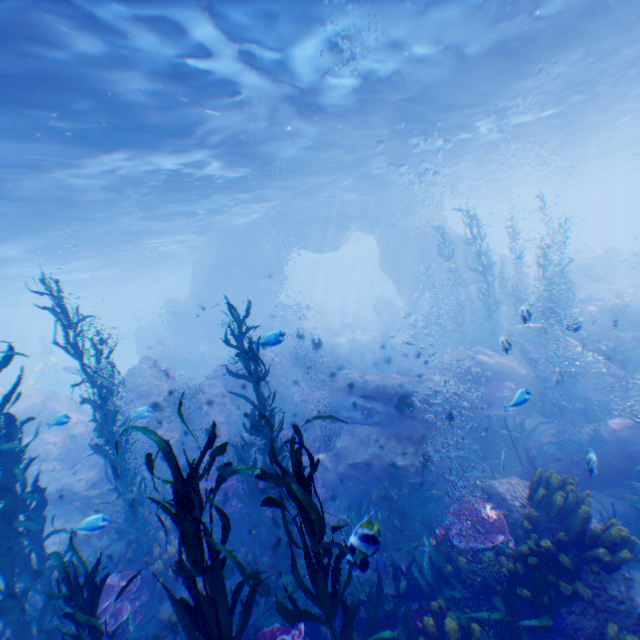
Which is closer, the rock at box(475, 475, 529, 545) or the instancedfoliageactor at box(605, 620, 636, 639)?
the instancedfoliageactor at box(605, 620, 636, 639)

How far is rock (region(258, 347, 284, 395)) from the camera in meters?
17.0

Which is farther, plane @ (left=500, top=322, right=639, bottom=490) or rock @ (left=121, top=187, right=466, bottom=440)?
rock @ (left=121, top=187, right=466, bottom=440)

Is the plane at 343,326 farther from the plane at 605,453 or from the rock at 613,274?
the plane at 605,453

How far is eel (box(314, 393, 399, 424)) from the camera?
10.8 meters

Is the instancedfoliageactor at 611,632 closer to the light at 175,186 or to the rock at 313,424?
the rock at 313,424

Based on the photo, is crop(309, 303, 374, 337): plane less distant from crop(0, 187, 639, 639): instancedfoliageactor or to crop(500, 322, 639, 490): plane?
crop(0, 187, 639, 639): instancedfoliageactor

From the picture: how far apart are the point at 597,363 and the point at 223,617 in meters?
Result: 13.1
